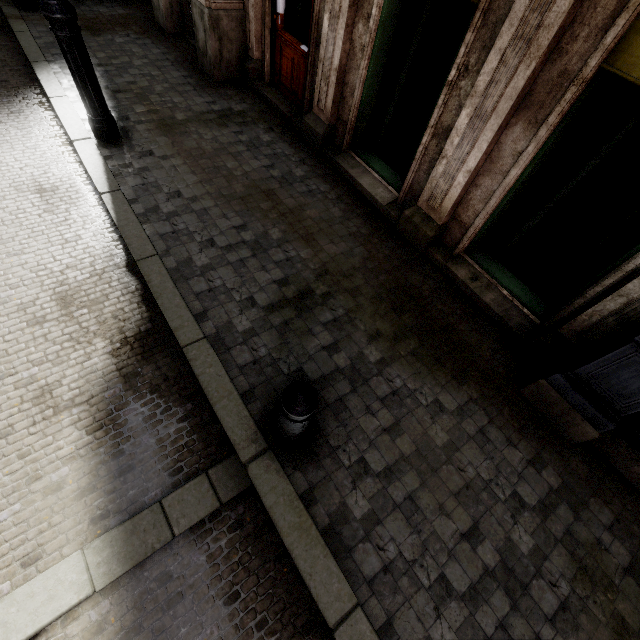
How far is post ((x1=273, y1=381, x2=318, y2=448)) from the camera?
2.02m

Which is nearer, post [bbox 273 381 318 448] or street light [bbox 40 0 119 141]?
post [bbox 273 381 318 448]

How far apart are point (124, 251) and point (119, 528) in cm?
288

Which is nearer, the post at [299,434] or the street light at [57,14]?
the post at [299,434]

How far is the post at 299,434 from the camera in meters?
2.0
